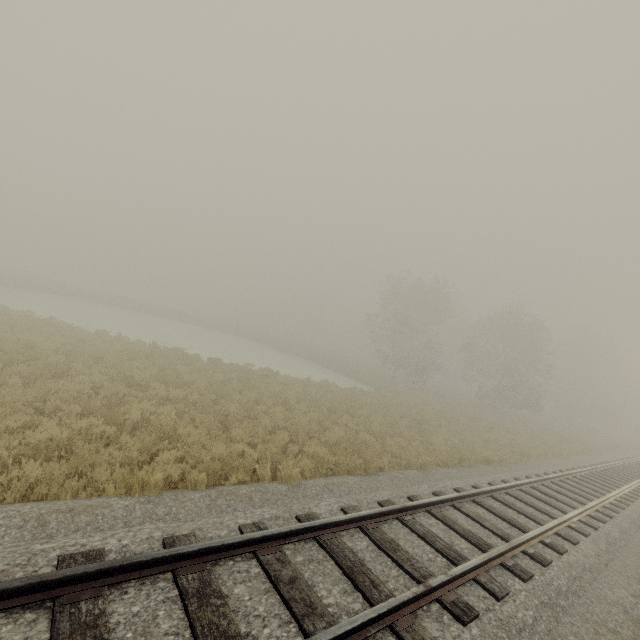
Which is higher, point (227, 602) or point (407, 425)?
point (227, 602)
